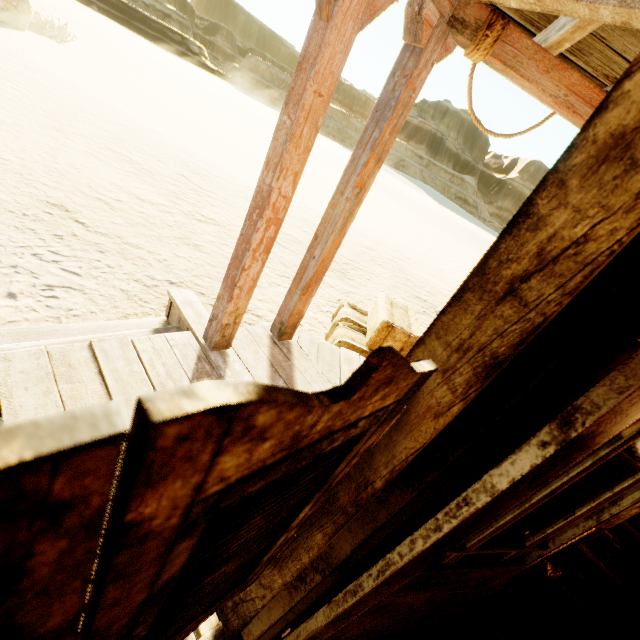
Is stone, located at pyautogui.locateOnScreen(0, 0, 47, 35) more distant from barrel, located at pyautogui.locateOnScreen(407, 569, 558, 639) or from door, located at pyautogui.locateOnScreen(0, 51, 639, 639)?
barrel, located at pyautogui.locateOnScreen(407, 569, 558, 639)

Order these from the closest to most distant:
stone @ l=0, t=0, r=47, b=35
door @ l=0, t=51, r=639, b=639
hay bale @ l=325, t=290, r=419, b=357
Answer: door @ l=0, t=51, r=639, b=639
hay bale @ l=325, t=290, r=419, b=357
stone @ l=0, t=0, r=47, b=35

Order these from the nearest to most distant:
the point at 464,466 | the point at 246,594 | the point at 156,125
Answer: the point at 464,466, the point at 246,594, the point at 156,125

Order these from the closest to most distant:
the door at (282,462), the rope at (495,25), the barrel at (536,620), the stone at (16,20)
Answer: the door at (282,462) → the barrel at (536,620) → the rope at (495,25) → the stone at (16,20)

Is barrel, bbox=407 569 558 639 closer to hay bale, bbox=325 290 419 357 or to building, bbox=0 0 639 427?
building, bbox=0 0 639 427

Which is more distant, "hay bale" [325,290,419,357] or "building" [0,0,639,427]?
"hay bale" [325,290,419,357]

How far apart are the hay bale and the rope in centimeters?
191cm

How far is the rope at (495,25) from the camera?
1.94m
